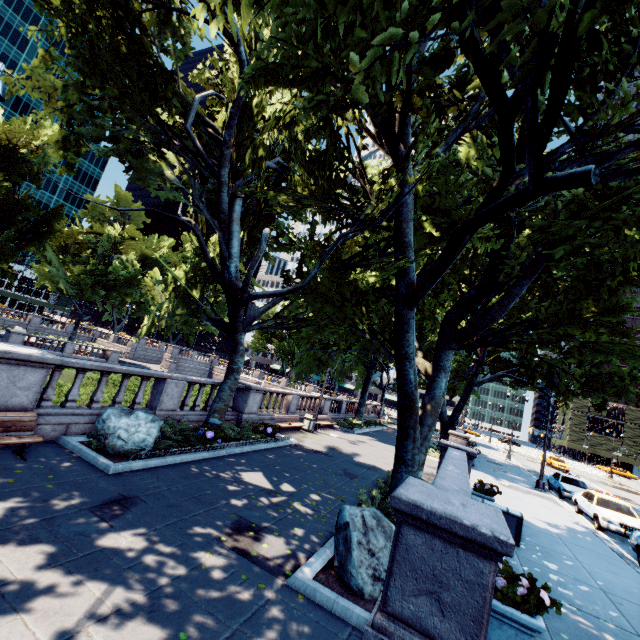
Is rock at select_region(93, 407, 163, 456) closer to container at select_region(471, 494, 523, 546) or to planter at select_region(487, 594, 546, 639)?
planter at select_region(487, 594, 546, 639)

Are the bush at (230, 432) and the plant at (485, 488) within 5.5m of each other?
no

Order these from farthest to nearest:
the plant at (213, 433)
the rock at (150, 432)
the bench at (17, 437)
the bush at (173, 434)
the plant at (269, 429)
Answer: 1. the plant at (269, 429)
2. the plant at (213, 433)
3. the bush at (173, 434)
4. the rock at (150, 432)
5. the bench at (17, 437)

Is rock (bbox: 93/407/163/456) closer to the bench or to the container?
the bench

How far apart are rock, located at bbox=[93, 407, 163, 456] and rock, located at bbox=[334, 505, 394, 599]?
5.8 meters

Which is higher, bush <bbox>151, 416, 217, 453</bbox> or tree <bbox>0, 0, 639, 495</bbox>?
tree <bbox>0, 0, 639, 495</bbox>

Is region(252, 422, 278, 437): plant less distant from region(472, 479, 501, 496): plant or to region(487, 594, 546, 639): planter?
region(472, 479, 501, 496): plant

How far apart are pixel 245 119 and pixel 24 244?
41.6 meters
